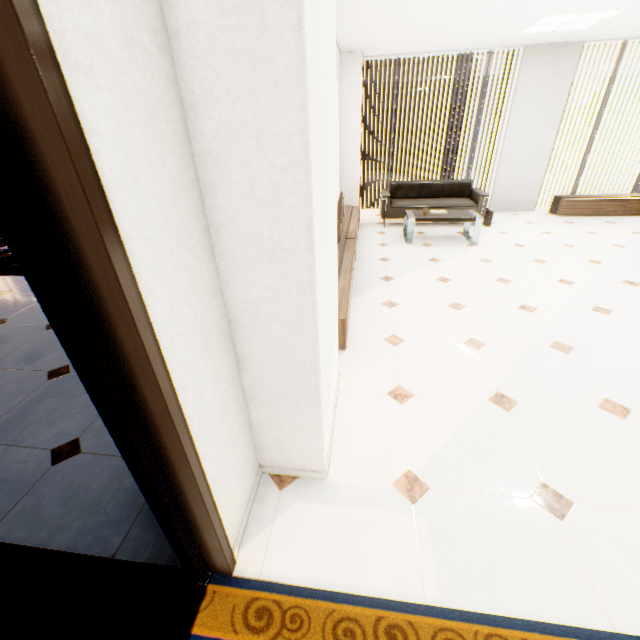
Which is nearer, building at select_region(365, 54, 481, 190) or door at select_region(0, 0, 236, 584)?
door at select_region(0, 0, 236, 584)

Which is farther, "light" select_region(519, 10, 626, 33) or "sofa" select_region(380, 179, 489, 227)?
"sofa" select_region(380, 179, 489, 227)

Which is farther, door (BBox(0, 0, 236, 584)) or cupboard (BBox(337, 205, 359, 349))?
cupboard (BBox(337, 205, 359, 349))

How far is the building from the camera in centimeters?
5028cm

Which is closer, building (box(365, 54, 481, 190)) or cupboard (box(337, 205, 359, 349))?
cupboard (box(337, 205, 359, 349))

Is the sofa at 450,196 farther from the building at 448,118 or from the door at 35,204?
the building at 448,118

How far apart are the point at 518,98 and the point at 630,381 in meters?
6.4 m

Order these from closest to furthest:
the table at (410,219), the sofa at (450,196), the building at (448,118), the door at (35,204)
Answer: the door at (35,204), the table at (410,219), the sofa at (450,196), the building at (448,118)
